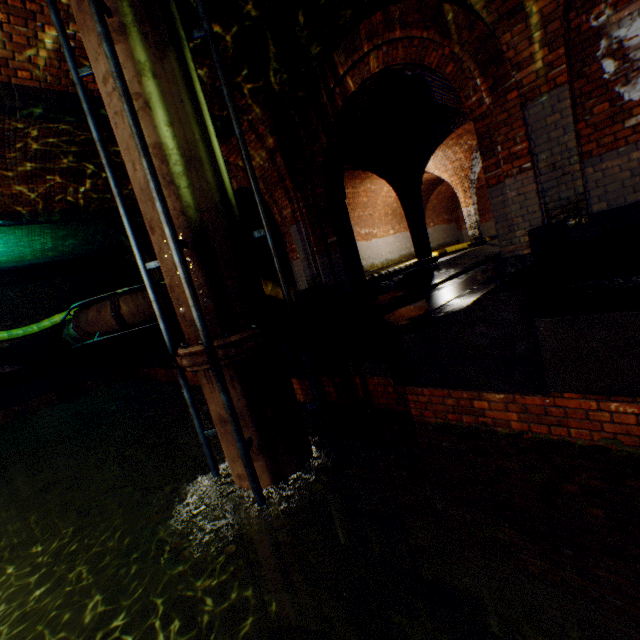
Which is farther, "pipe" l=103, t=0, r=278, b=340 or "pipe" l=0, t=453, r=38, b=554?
"pipe" l=0, t=453, r=38, b=554

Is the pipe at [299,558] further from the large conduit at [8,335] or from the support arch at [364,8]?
the large conduit at [8,335]

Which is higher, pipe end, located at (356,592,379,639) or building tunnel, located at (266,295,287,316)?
building tunnel, located at (266,295,287,316)

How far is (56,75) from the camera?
4.4m

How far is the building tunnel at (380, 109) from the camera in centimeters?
728cm

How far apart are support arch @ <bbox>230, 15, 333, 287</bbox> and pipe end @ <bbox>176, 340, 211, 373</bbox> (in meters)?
3.44

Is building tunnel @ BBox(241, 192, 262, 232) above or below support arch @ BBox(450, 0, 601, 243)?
above

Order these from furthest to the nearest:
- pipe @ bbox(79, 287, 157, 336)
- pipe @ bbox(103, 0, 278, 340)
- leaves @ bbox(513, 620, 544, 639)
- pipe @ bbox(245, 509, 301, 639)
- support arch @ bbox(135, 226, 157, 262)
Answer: support arch @ bbox(135, 226, 157, 262), pipe @ bbox(79, 287, 157, 336), pipe @ bbox(245, 509, 301, 639), pipe @ bbox(103, 0, 278, 340), leaves @ bbox(513, 620, 544, 639)
